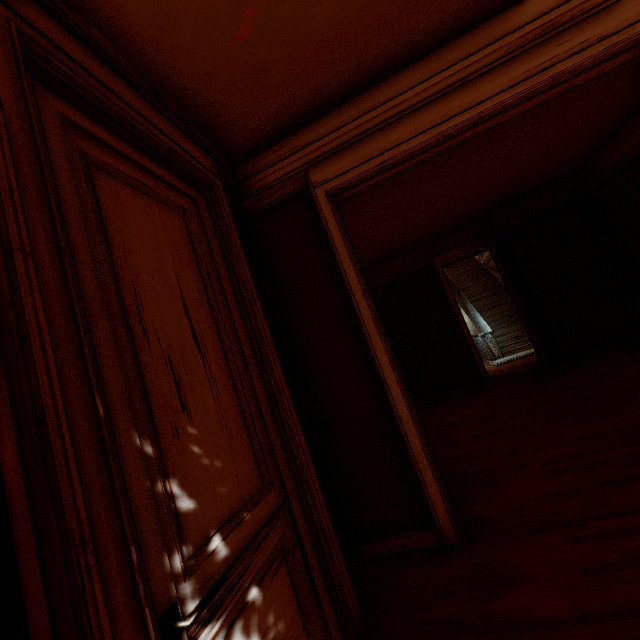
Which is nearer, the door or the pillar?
the door

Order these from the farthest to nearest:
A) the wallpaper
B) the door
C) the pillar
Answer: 1. the pillar
2. the wallpaper
3. the door

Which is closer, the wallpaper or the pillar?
the wallpaper

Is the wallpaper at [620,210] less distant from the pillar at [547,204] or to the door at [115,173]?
the pillar at [547,204]

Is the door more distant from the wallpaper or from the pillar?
the pillar

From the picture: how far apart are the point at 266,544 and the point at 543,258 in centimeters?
820cm
